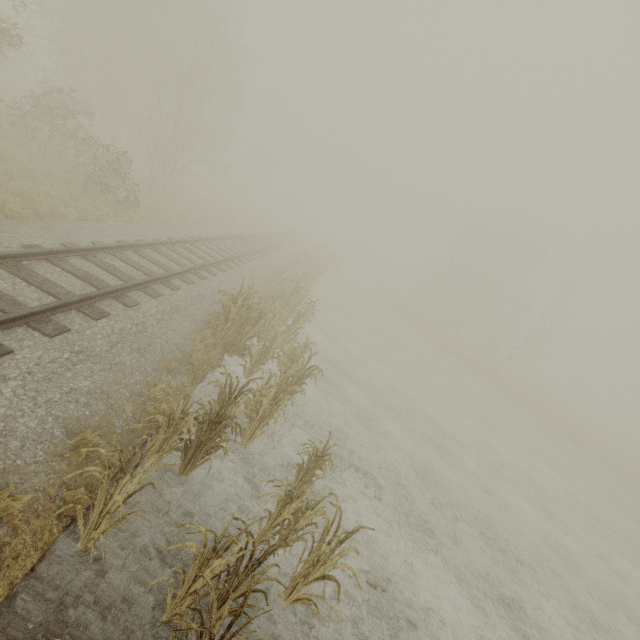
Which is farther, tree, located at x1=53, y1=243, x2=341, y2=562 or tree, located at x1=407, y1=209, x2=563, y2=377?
tree, located at x1=407, y1=209, x2=563, y2=377

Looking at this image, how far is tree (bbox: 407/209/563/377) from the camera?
35.19m

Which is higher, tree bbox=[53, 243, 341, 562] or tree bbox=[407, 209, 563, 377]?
tree bbox=[407, 209, 563, 377]

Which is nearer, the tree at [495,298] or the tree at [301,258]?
the tree at [301,258]

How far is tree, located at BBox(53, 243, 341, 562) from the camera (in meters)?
3.44

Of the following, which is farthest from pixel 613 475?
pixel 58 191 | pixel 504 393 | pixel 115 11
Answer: pixel 115 11
